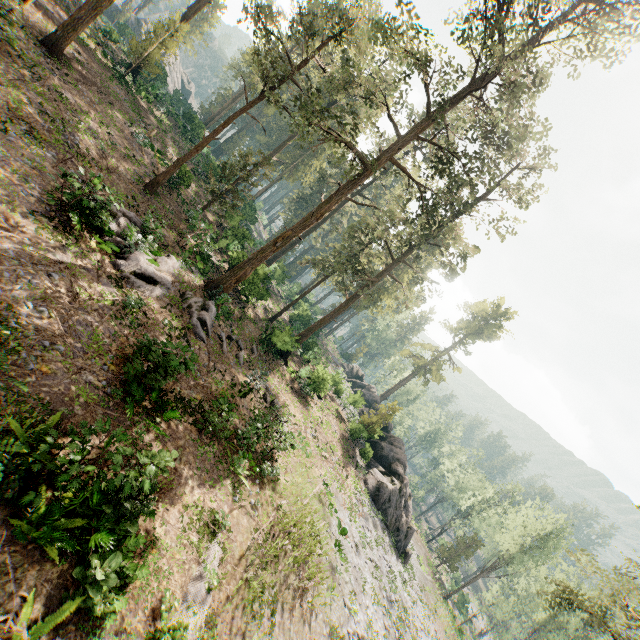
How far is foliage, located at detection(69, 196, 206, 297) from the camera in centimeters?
1423cm

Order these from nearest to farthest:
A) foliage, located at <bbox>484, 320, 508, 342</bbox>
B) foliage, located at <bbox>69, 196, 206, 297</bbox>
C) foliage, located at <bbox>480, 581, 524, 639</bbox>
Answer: foliage, located at <bbox>69, 196, 206, 297</bbox>, foliage, located at <bbox>480, 581, 524, 639</bbox>, foliage, located at <bbox>484, 320, 508, 342</bbox>

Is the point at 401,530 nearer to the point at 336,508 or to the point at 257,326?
the point at 336,508

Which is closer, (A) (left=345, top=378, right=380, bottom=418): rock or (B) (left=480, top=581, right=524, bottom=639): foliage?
(A) (left=345, top=378, right=380, bottom=418): rock

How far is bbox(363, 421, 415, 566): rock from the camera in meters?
30.7

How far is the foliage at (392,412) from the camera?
33.3m

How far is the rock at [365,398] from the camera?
37.88m
